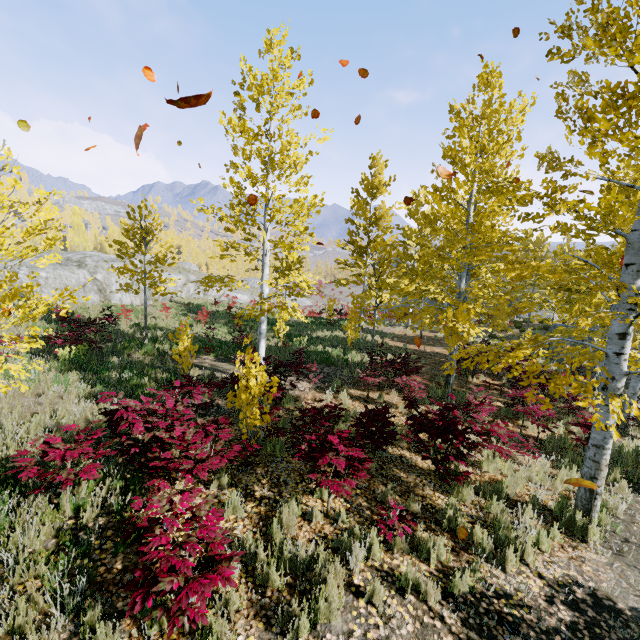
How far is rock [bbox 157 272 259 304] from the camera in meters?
28.5 m

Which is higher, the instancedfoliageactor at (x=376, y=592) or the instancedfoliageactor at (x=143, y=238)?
the instancedfoliageactor at (x=143, y=238)

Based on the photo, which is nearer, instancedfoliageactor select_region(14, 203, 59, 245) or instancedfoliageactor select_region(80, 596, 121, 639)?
instancedfoliageactor select_region(80, 596, 121, 639)

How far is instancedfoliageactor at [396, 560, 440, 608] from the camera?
3.8 meters

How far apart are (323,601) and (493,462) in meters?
4.8

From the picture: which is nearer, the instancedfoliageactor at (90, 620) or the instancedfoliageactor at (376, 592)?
the instancedfoliageactor at (90, 620)

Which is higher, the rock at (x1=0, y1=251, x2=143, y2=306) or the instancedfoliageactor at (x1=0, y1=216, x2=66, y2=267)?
the instancedfoliageactor at (x1=0, y1=216, x2=66, y2=267)
